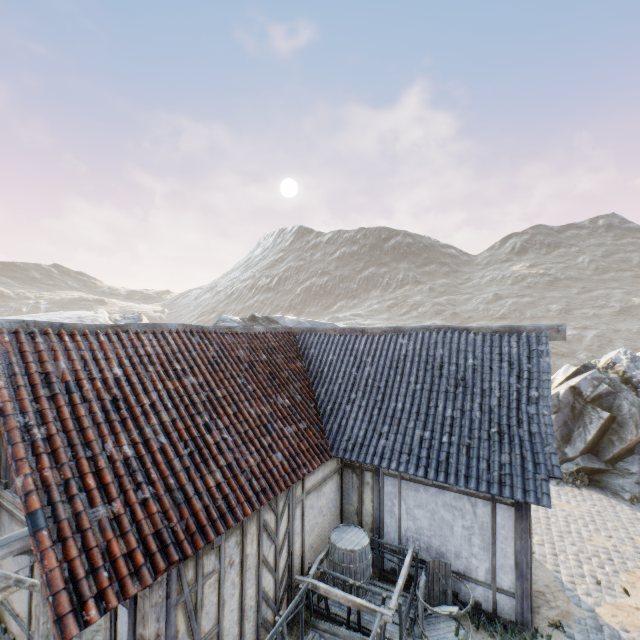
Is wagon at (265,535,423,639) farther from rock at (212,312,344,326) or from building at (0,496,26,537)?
rock at (212,312,344,326)

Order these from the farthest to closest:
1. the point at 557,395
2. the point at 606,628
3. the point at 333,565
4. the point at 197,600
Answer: the point at 557,395 → the point at 333,565 → the point at 606,628 → the point at 197,600

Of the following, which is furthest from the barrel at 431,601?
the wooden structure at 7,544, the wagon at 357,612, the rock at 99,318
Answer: the rock at 99,318

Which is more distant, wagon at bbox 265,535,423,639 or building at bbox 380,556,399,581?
building at bbox 380,556,399,581

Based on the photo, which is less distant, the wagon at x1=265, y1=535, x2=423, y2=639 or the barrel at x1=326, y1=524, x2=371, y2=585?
the wagon at x1=265, y1=535, x2=423, y2=639

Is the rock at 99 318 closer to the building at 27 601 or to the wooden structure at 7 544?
the building at 27 601

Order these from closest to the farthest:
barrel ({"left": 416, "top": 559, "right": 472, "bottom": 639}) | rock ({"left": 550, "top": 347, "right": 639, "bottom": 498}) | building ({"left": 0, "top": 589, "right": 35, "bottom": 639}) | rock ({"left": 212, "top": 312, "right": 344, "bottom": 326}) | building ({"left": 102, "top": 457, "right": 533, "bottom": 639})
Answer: building ({"left": 102, "top": 457, "right": 533, "bottom": 639}), building ({"left": 0, "top": 589, "right": 35, "bottom": 639}), barrel ({"left": 416, "top": 559, "right": 472, "bottom": 639}), rock ({"left": 550, "top": 347, "right": 639, "bottom": 498}), rock ({"left": 212, "top": 312, "right": 344, "bottom": 326})

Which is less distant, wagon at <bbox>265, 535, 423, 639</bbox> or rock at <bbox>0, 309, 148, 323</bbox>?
wagon at <bbox>265, 535, 423, 639</bbox>
